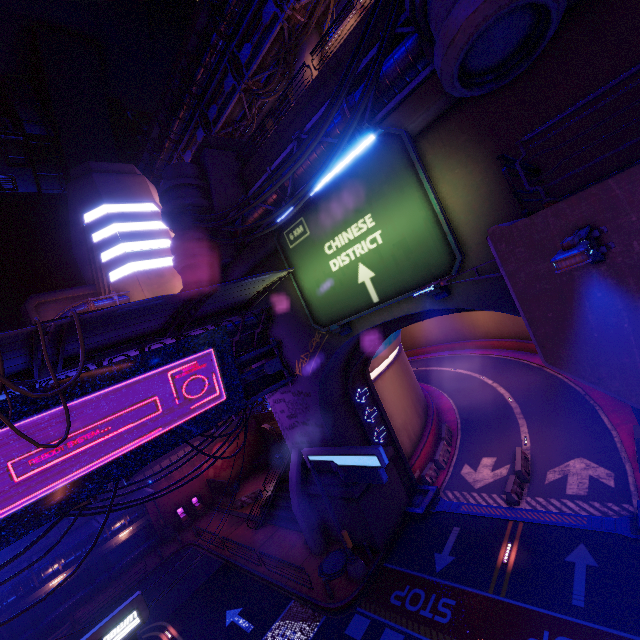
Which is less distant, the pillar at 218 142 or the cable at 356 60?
the cable at 356 60

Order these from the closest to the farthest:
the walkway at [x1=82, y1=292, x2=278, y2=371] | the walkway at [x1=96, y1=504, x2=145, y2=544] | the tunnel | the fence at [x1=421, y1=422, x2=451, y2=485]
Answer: the walkway at [x1=82, y1=292, x2=278, y2=371], the tunnel, the fence at [x1=421, y1=422, x2=451, y2=485], the walkway at [x1=96, y1=504, x2=145, y2=544]

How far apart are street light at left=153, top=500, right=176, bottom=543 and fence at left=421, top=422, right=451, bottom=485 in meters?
25.5

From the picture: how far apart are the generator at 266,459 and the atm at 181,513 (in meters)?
8.03

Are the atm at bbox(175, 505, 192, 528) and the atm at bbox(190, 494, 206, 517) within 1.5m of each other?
yes

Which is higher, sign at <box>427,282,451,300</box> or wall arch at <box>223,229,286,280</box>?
wall arch at <box>223,229,286,280</box>

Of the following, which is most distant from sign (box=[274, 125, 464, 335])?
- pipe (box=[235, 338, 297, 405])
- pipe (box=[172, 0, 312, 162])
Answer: pipe (box=[172, 0, 312, 162])

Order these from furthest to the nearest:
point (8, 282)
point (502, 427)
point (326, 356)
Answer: point (8, 282) → point (502, 427) → point (326, 356)
